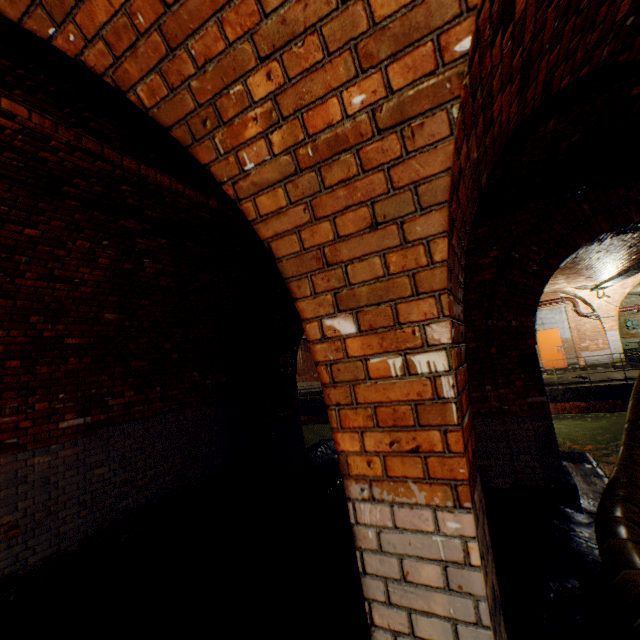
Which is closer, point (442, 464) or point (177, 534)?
point (442, 464)

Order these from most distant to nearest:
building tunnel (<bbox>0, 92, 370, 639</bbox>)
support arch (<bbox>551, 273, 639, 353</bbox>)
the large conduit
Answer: Result: support arch (<bbox>551, 273, 639, 353</bbox>) → building tunnel (<bbox>0, 92, 370, 639</bbox>) → the large conduit

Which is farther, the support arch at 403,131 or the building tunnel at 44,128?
the building tunnel at 44,128

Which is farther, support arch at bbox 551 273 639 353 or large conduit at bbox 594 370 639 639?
support arch at bbox 551 273 639 353

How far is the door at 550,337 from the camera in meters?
16.9 m

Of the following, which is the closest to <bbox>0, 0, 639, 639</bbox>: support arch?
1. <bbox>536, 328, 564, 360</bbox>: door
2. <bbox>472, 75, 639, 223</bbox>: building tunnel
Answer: <bbox>472, 75, 639, 223</bbox>: building tunnel

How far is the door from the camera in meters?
16.9

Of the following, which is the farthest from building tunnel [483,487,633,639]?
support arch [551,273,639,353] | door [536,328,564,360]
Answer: door [536,328,564,360]
